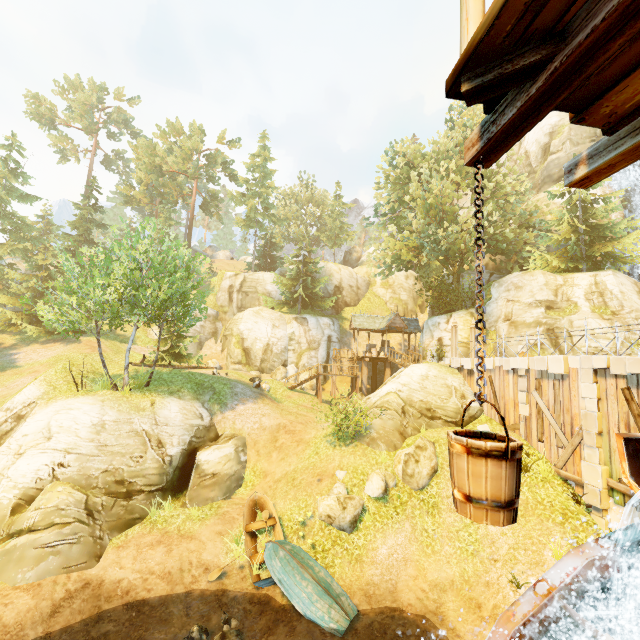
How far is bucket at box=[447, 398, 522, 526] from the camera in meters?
1.8

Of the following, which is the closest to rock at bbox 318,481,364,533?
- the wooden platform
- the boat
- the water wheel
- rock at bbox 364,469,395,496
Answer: rock at bbox 364,469,395,496

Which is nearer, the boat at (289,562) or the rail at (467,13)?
the rail at (467,13)

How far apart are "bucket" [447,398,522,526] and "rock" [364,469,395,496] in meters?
12.8

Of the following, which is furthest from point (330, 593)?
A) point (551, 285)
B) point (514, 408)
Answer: point (551, 285)

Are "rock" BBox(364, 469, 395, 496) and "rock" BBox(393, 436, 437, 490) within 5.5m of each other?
yes

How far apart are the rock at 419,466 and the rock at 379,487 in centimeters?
6cm

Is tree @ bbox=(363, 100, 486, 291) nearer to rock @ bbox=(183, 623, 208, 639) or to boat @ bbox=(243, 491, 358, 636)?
boat @ bbox=(243, 491, 358, 636)
